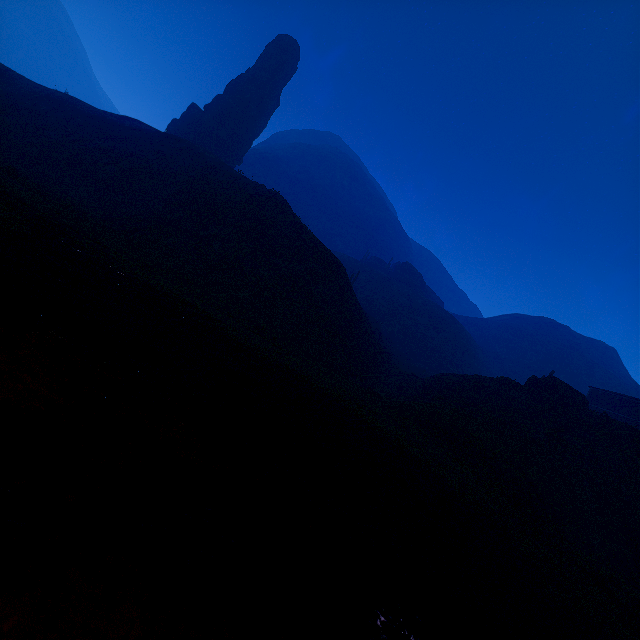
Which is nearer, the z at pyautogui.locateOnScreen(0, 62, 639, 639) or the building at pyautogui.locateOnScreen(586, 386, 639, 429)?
the z at pyautogui.locateOnScreen(0, 62, 639, 639)

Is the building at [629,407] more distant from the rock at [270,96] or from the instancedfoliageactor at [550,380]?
the rock at [270,96]

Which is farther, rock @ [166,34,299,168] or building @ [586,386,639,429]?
rock @ [166,34,299,168]

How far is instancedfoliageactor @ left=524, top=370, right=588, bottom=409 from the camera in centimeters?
2664cm

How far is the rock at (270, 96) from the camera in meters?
51.5 m

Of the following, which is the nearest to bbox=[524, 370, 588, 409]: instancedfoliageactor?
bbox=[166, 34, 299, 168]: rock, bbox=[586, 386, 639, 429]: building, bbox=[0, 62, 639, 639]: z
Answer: bbox=[0, 62, 639, 639]: z

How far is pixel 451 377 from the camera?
31.19m

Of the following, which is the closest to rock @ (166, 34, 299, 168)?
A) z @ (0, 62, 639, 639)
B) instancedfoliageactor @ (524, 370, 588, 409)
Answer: z @ (0, 62, 639, 639)
